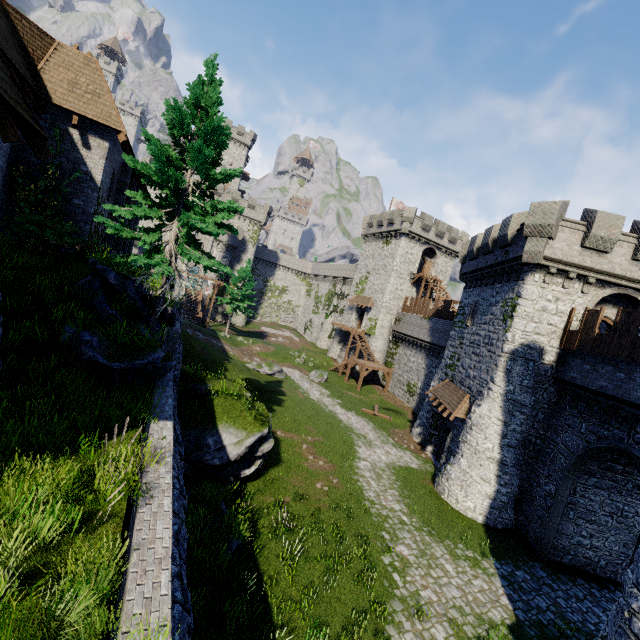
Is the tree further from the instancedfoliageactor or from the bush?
the instancedfoliageactor

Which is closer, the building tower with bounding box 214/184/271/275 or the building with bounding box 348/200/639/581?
the building with bounding box 348/200/639/581

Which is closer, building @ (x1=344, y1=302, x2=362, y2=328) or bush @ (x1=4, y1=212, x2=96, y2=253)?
bush @ (x1=4, y1=212, x2=96, y2=253)

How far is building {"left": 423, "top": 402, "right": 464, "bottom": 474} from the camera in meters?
20.5

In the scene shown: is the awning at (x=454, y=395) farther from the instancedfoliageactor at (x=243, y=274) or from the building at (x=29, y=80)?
the instancedfoliageactor at (x=243, y=274)

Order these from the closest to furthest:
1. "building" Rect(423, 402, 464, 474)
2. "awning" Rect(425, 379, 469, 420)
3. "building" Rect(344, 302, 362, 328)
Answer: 1. "awning" Rect(425, 379, 469, 420)
2. "building" Rect(423, 402, 464, 474)
3. "building" Rect(344, 302, 362, 328)

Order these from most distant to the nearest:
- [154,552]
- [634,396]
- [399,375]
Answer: [399,375], [634,396], [154,552]

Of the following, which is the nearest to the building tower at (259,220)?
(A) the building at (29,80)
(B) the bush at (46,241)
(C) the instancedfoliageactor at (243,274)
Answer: (C) the instancedfoliageactor at (243,274)
